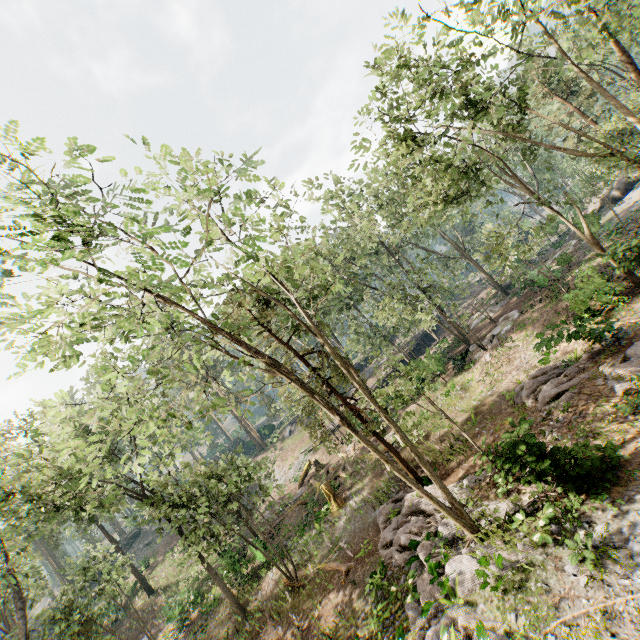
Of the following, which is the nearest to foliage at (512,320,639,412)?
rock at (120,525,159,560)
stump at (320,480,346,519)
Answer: rock at (120,525,159,560)

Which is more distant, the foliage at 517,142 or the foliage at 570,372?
the foliage at 570,372

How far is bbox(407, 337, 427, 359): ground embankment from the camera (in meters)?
42.42

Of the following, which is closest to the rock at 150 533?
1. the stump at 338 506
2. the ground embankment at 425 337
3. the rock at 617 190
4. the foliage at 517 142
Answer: the foliage at 517 142

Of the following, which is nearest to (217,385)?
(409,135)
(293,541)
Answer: (409,135)

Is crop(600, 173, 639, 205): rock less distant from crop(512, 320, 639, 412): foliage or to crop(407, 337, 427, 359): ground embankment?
crop(512, 320, 639, 412): foliage

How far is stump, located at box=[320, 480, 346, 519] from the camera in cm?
2186

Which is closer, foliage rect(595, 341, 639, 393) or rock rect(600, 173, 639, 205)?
foliage rect(595, 341, 639, 393)
